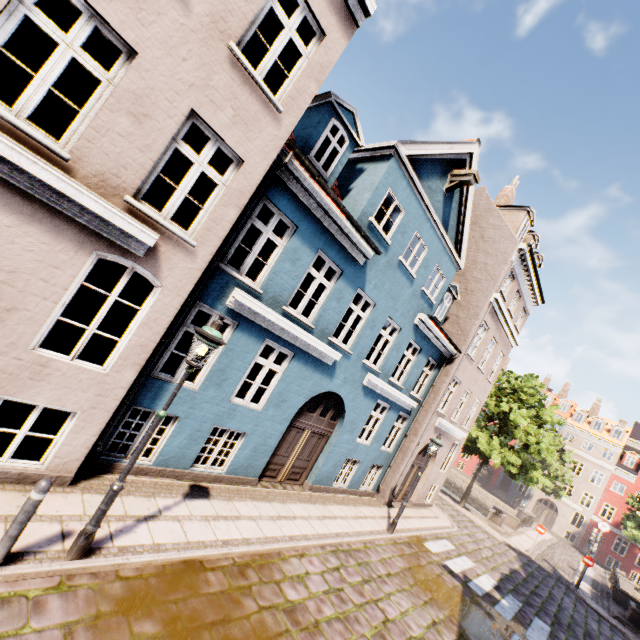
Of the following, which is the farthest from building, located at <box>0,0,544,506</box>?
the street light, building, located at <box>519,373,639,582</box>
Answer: building, located at <box>519,373,639,582</box>

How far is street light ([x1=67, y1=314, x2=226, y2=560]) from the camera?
4.43m

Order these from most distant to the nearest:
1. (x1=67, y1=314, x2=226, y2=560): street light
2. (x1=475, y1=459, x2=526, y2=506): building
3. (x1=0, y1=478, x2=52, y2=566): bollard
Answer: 1. (x1=475, y1=459, x2=526, y2=506): building
2. (x1=67, y1=314, x2=226, y2=560): street light
3. (x1=0, y1=478, x2=52, y2=566): bollard

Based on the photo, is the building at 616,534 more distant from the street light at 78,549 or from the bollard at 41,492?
the bollard at 41,492

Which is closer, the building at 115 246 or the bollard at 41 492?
the bollard at 41 492

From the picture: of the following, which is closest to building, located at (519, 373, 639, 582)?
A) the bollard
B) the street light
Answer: the street light

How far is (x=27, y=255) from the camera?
4.38m

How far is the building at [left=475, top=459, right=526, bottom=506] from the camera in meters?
43.7
